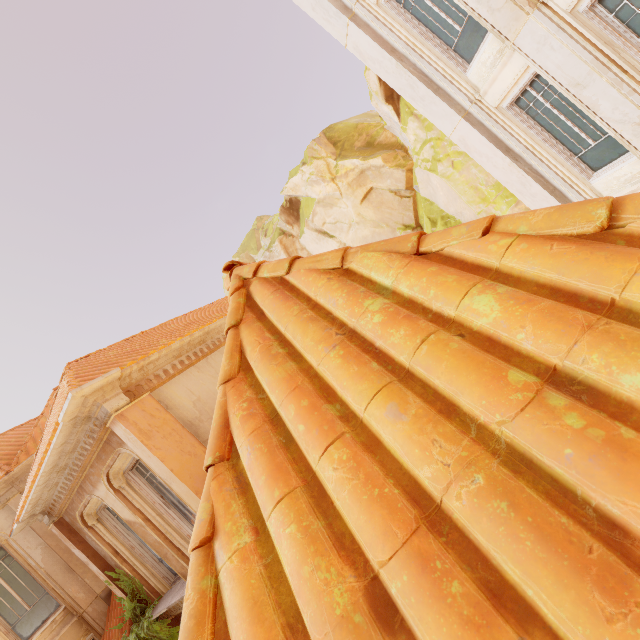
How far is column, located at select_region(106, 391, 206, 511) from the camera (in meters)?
5.83

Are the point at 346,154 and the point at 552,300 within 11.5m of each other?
no

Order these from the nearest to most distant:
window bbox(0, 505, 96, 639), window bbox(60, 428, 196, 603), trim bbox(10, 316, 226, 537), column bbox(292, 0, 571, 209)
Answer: trim bbox(10, 316, 226, 537) → window bbox(60, 428, 196, 603) → column bbox(292, 0, 571, 209) → window bbox(0, 505, 96, 639)

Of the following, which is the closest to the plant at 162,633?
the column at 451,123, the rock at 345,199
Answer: the column at 451,123

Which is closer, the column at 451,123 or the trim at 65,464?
the trim at 65,464

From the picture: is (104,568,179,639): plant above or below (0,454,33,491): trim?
below

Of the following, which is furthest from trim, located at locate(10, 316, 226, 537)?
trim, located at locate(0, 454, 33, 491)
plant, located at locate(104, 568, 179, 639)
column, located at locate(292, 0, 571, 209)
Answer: column, located at locate(292, 0, 571, 209)

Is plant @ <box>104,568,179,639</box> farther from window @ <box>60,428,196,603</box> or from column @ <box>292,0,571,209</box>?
column @ <box>292,0,571,209</box>
